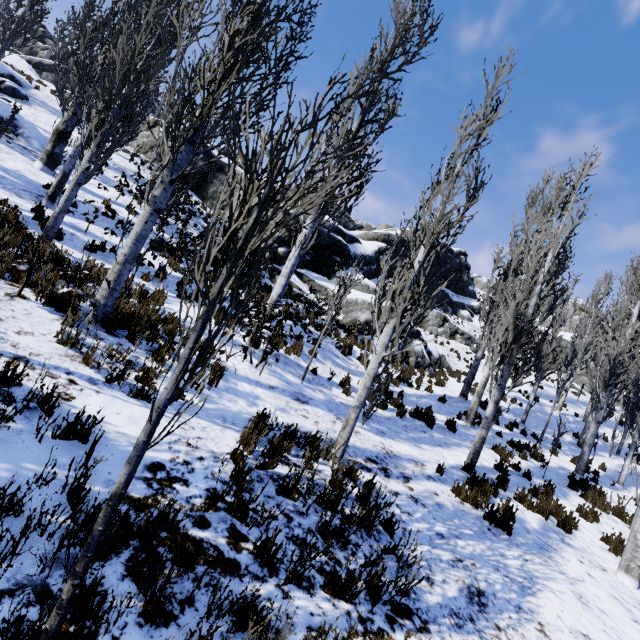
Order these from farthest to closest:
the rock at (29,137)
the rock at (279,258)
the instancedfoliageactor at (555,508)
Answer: the rock at (279,258) < the rock at (29,137) < the instancedfoliageactor at (555,508)

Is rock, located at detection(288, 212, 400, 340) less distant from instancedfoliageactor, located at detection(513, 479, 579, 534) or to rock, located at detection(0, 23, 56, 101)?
instancedfoliageactor, located at detection(513, 479, 579, 534)

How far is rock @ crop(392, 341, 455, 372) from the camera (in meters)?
17.81

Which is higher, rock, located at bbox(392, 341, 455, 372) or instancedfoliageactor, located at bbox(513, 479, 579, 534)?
rock, located at bbox(392, 341, 455, 372)

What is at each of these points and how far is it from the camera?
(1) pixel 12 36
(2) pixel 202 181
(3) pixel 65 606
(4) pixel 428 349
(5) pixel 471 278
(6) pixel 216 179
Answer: (1) instancedfoliageactor, 15.32m
(2) rock, 25.55m
(3) instancedfoliageactor, 1.73m
(4) rock, 20.14m
(5) rock, 51.28m
(6) rock, 25.31m

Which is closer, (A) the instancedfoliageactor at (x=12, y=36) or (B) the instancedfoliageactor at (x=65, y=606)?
(B) the instancedfoliageactor at (x=65, y=606)
